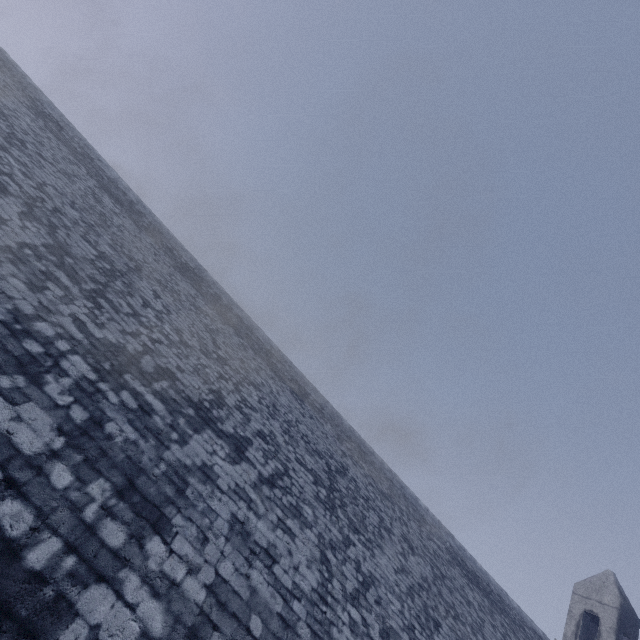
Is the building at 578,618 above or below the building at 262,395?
above

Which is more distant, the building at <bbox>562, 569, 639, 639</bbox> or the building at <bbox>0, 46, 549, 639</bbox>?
the building at <bbox>562, 569, 639, 639</bbox>

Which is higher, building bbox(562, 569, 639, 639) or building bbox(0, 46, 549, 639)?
building bbox(562, 569, 639, 639)

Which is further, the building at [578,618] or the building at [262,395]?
the building at [578,618]

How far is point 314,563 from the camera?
5.55m
